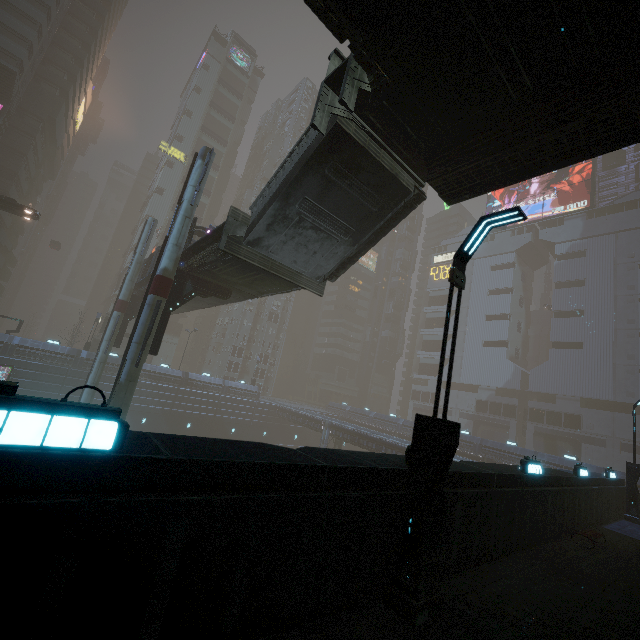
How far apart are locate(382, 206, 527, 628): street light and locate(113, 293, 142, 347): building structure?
29.3m

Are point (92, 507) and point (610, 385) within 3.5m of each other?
no

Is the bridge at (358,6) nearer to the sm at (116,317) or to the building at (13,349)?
the building at (13,349)

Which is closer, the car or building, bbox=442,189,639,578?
building, bbox=442,189,639,578

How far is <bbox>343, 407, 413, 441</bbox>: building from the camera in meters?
49.4 m

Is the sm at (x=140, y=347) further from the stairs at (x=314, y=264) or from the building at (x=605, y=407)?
the stairs at (x=314, y=264)

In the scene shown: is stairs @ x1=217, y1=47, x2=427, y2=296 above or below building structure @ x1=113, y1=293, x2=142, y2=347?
above

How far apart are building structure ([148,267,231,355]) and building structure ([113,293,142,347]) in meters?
13.3 m
